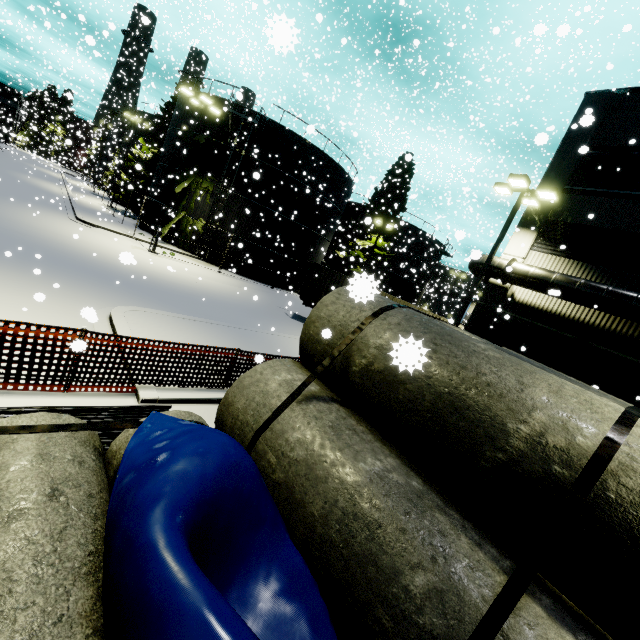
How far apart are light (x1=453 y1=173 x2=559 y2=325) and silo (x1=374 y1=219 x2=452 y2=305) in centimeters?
2514cm

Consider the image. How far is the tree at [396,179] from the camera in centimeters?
2414cm

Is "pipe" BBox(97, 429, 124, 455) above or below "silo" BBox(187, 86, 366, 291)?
below

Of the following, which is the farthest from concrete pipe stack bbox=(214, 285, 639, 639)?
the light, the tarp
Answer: the light

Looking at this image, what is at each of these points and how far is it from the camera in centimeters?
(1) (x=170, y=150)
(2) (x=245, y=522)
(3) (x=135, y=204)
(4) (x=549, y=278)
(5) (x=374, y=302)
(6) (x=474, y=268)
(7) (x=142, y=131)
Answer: (1) silo, 2719cm
(2) tarp, 208cm
(3) tree, 3488cm
(4) vent duct, 1269cm
(5) concrete pipe stack, 556cm
(6) vent duct, 1517cm
(7) silo, 4112cm

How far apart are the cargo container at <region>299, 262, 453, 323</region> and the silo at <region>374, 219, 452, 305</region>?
20.0m

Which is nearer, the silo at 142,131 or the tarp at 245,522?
the tarp at 245,522

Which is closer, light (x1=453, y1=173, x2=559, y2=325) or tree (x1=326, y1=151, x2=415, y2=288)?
light (x1=453, y1=173, x2=559, y2=325)
